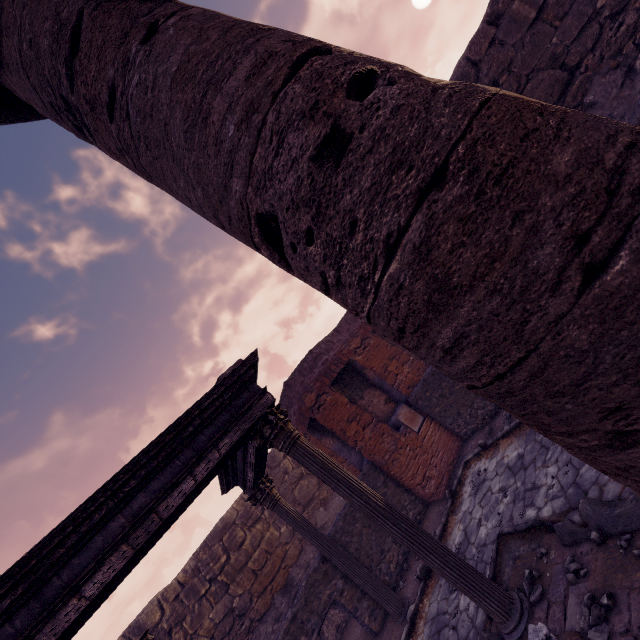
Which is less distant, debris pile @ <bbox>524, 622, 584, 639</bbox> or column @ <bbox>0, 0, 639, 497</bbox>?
column @ <bbox>0, 0, 639, 497</bbox>

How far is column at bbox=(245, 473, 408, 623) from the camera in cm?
636

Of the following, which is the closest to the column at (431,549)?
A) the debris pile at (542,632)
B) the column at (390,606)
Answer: the debris pile at (542,632)

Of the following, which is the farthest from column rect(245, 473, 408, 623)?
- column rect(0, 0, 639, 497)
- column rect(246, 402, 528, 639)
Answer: column rect(0, 0, 639, 497)

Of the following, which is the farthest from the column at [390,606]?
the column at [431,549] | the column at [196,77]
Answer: the column at [196,77]

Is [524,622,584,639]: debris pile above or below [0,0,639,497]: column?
below

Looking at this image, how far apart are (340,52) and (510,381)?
1.3m

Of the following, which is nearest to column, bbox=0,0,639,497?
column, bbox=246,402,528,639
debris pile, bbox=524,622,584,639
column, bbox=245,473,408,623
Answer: debris pile, bbox=524,622,584,639
